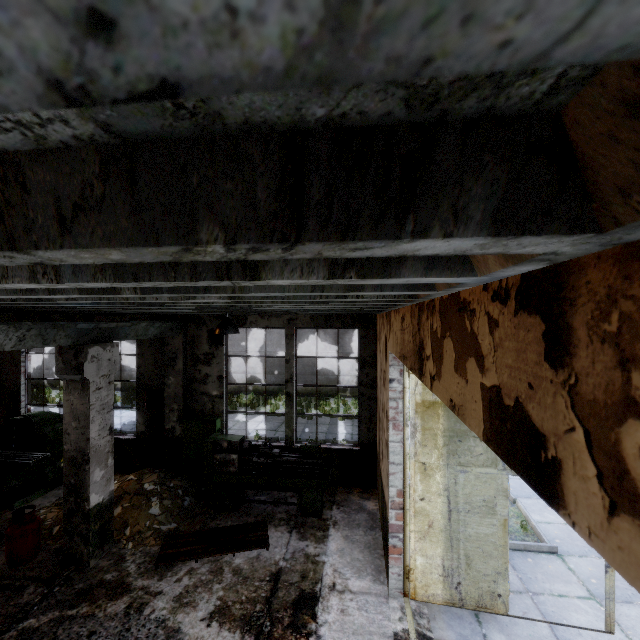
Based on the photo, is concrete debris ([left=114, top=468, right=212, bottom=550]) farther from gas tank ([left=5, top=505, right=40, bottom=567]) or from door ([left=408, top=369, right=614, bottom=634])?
door ([left=408, top=369, right=614, bottom=634])

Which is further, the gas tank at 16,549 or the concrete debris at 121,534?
the concrete debris at 121,534

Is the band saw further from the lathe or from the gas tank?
the lathe

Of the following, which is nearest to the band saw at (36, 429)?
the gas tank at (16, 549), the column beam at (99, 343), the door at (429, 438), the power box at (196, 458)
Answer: the gas tank at (16, 549)

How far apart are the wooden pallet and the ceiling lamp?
→ 4.0 meters

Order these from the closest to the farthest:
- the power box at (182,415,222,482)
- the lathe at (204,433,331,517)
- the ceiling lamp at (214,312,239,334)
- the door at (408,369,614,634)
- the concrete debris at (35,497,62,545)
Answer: the door at (408,369,614,634) → the ceiling lamp at (214,312,239,334) → the concrete debris at (35,497,62,545) → the lathe at (204,433,331,517) → the power box at (182,415,222,482)

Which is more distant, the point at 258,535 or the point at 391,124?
the point at 258,535

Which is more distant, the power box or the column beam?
the power box
